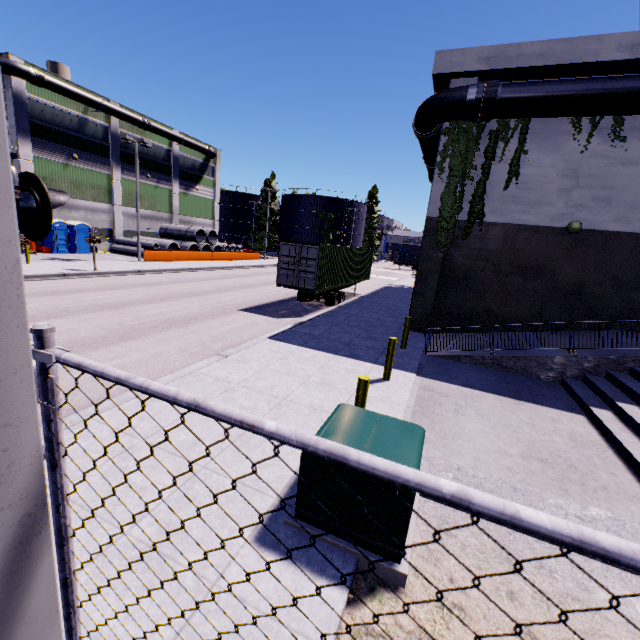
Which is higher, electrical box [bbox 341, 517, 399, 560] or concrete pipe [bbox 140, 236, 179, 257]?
concrete pipe [bbox 140, 236, 179, 257]

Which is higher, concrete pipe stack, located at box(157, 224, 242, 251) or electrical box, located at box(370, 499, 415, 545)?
concrete pipe stack, located at box(157, 224, 242, 251)

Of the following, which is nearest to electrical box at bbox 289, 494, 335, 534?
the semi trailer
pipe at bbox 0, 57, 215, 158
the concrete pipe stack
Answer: pipe at bbox 0, 57, 215, 158

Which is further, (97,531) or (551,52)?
(551,52)

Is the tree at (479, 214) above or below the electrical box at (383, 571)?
above

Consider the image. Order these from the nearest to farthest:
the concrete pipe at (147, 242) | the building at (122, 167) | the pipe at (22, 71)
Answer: the pipe at (22, 71) → the building at (122, 167) → the concrete pipe at (147, 242)

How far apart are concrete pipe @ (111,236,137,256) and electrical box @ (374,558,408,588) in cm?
3364

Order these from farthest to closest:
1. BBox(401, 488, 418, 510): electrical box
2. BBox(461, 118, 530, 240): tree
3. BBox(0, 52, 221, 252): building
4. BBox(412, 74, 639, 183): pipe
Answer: BBox(0, 52, 221, 252): building < BBox(461, 118, 530, 240): tree < BBox(412, 74, 639, 183): pipe < BBox(401, 488, 418, 510): electrical box
